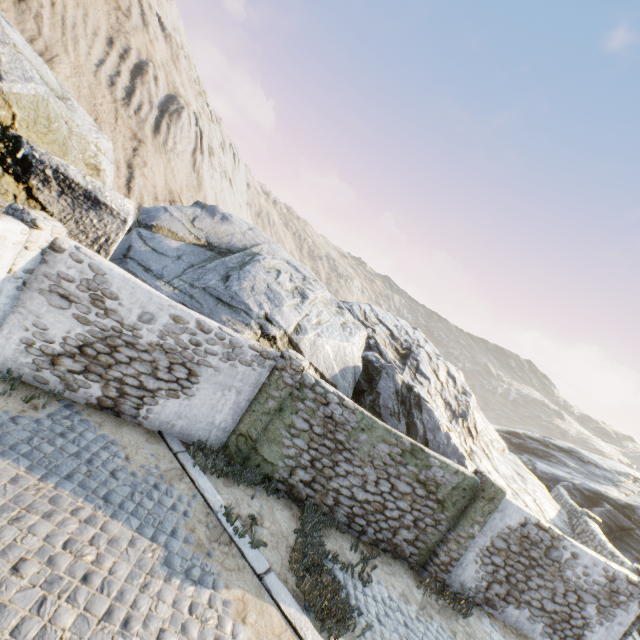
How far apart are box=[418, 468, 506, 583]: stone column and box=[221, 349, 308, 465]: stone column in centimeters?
545cm

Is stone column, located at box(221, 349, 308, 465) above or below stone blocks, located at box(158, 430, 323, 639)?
above

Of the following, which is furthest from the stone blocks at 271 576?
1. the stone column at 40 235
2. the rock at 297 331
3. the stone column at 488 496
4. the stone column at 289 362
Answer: the stone column at 488 496

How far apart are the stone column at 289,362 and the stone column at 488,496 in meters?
5.5 m

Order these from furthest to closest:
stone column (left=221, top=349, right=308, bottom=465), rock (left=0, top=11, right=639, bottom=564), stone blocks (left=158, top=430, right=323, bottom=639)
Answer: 1. stone column (left=221, top=349, right=308, bottom=465)
2. rock (left=0, top=11, right=639, bottom=564)
3. stone blocks (left=158, top=430, right=323, bottom=639)

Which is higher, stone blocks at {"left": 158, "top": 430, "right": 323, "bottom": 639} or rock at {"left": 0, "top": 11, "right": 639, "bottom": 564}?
rock at {"left": 0, "top": 11, "right": 639, "bottom": 564}

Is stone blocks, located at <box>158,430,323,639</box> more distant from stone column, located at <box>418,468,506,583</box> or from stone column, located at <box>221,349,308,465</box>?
stone column, located at <box>418,468,506,583</box>

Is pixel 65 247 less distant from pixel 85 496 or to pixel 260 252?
pixel 85 496
